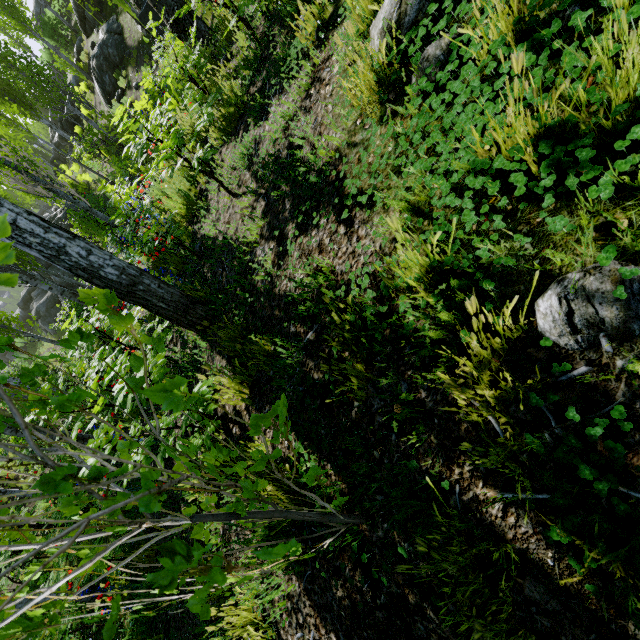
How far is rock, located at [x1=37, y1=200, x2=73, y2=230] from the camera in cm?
2258

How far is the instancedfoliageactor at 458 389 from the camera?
1.0 meters

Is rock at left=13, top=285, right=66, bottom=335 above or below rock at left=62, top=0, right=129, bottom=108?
below

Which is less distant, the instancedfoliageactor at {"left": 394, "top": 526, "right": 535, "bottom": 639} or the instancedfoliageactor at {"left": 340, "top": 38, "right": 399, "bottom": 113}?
the instancedfoliageactor at {"left": 394, "top": 526, "right": 535, "bottom": 639}

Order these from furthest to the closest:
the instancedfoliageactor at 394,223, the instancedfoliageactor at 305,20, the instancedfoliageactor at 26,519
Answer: the instancedfoliageactor at 305,20 → the instancedfoliageactor at 394,223 → the instancedfoliageactor at 26,519

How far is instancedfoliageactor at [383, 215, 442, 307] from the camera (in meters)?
1.21

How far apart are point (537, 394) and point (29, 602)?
1.46m

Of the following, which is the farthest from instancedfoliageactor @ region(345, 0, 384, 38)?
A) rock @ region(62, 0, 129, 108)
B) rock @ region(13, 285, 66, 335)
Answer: rock @ region(13, 285, 66, 335)
